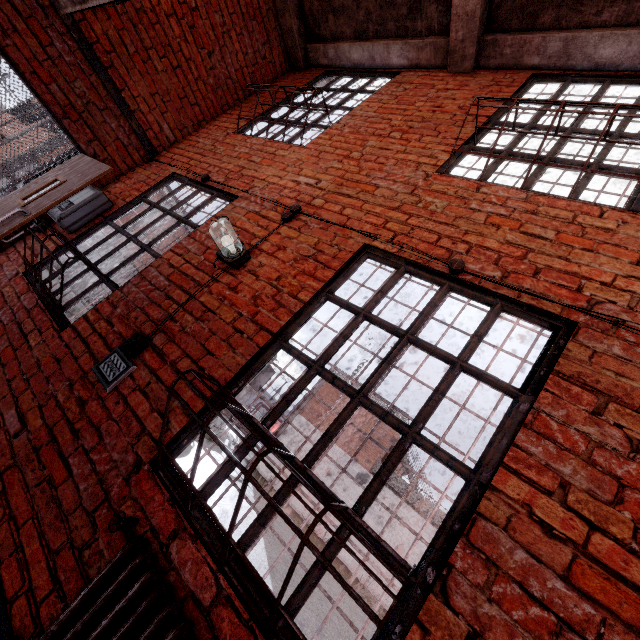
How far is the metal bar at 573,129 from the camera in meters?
2.7 m

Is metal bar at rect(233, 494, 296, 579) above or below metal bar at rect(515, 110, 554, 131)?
below

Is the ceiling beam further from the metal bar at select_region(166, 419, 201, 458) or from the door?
the door

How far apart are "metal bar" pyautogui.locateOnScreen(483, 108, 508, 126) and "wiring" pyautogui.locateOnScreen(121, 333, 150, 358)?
1.9 meters

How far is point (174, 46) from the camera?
4.11m

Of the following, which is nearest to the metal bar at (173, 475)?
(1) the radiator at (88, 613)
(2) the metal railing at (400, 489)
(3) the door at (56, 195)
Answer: (1) the radiator at (88, 613)

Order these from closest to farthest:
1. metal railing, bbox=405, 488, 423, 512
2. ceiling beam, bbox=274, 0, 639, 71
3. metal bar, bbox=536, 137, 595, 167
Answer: metal bar, bbox=536, 137, 595, 167, ceiling beam, bbox=274, 0, 639, 71, metal railing, bbox=405, 488, 423, 512
